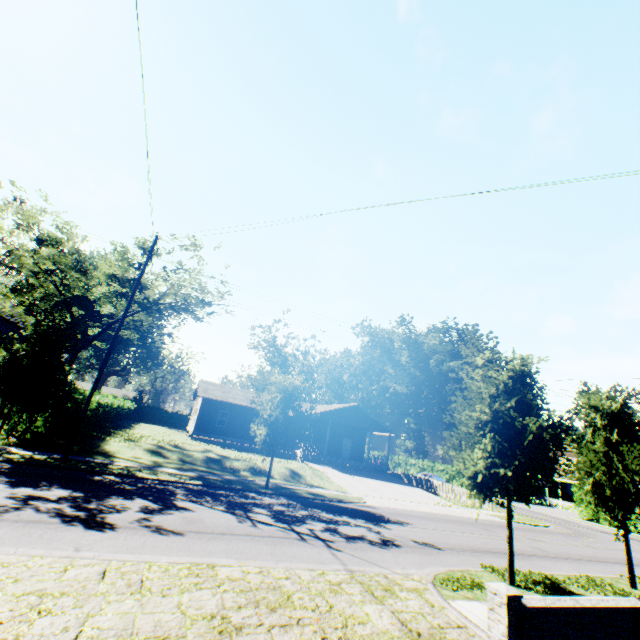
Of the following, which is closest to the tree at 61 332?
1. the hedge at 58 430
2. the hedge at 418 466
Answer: the hedge at 58 430

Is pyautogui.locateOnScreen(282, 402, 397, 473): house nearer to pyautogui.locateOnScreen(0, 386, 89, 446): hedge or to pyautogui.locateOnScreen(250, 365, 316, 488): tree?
pyautogui.locateOnScreen(0, 386, 89, 446): hedge

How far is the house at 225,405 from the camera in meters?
32.9 m

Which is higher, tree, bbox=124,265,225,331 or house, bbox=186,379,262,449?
tree, bbox=124,265,225,331

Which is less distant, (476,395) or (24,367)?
(476,395)

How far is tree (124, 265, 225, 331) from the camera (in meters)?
20.83

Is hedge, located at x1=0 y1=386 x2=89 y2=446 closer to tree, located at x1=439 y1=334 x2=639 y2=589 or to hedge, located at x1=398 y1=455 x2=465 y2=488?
tree, located at x1=439 y1=334 x2=639 y2=589

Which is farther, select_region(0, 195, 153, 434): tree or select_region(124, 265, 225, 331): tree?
select_region(124, 265, 225, 331): tree
